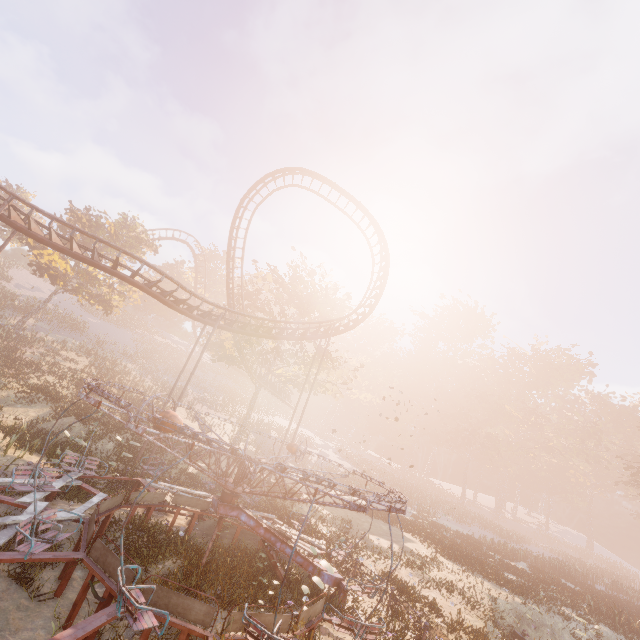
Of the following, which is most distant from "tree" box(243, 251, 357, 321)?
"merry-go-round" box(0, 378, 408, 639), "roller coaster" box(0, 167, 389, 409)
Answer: "merry-go-round" box(0, 378, 408, 639)

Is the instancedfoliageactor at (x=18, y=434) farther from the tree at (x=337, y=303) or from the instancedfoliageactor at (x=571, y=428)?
the instancedfoliageactor at (x=571, y=428)

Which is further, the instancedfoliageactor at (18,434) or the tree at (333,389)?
the tree at (333,389)

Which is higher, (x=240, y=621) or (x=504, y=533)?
(x=504, y=533)

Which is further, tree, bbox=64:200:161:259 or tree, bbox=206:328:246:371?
tree, bbox=64:200:161:259

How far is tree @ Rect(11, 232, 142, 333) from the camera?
28.7m

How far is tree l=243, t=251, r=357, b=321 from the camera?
31.4 meters
